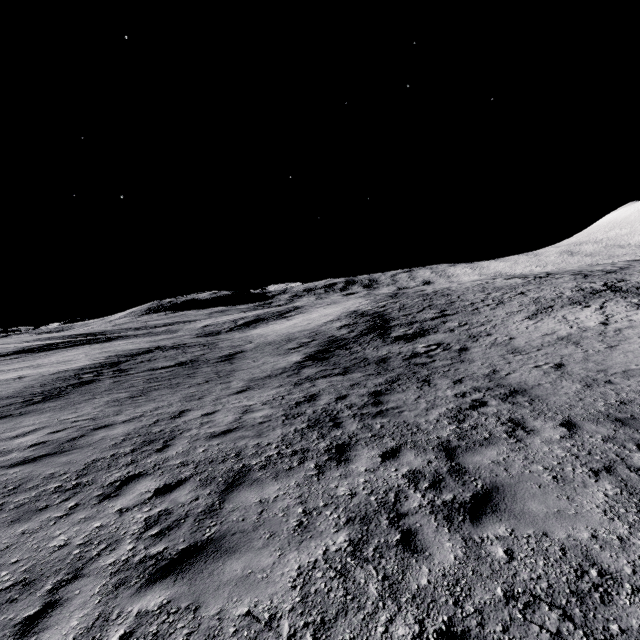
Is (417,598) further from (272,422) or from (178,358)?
(178,358)
